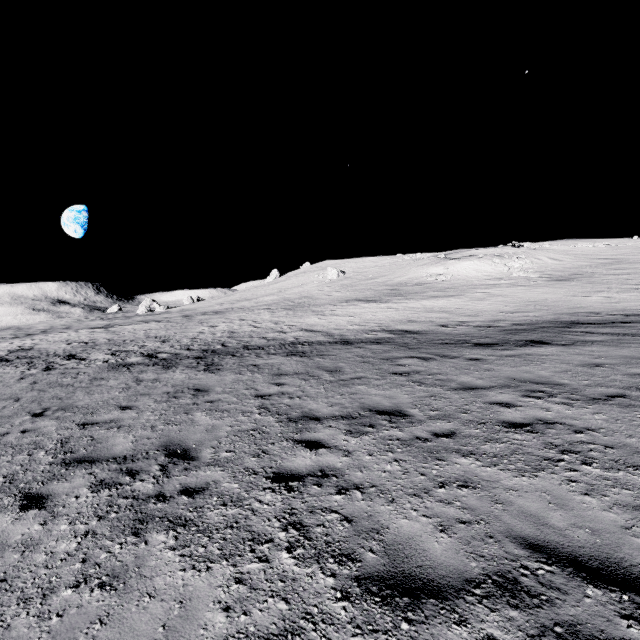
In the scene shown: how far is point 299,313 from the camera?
30.86m
